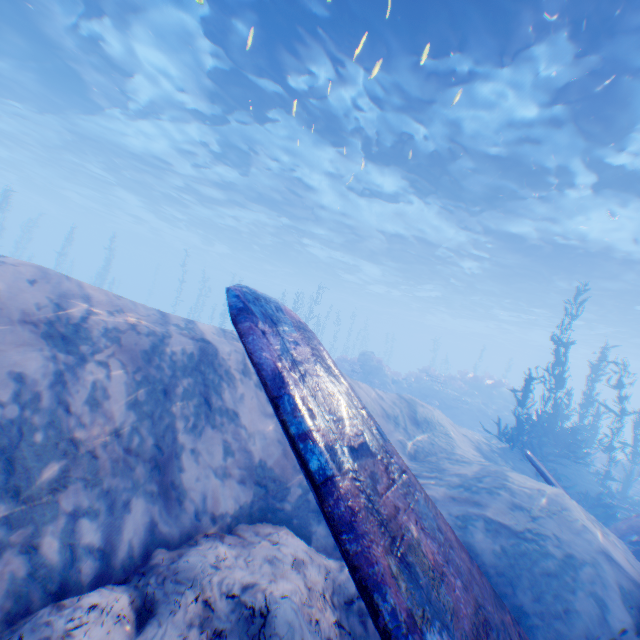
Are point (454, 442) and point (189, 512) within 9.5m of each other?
yes

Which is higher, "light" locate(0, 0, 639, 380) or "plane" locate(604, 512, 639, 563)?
"light" locate(0, 0, 639, 380)

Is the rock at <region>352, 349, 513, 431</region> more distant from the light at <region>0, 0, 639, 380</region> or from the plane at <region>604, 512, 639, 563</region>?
the plane at <region>604, 512, 639, 563</region>

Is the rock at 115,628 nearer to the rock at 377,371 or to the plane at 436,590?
the plane at 436,590

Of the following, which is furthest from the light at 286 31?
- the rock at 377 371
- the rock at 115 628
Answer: the rock at 377 371

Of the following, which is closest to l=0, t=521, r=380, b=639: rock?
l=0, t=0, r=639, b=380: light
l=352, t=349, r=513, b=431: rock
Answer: l=0, t=0, r=639, b=380: light

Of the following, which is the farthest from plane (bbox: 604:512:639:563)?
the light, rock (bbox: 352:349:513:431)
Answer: rock (bbox: 352:349:513:431)

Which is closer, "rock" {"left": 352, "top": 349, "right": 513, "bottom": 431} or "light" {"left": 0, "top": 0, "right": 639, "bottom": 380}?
"light" {"left": 0, "top": 0, "right": 639, "bottom": 380}
